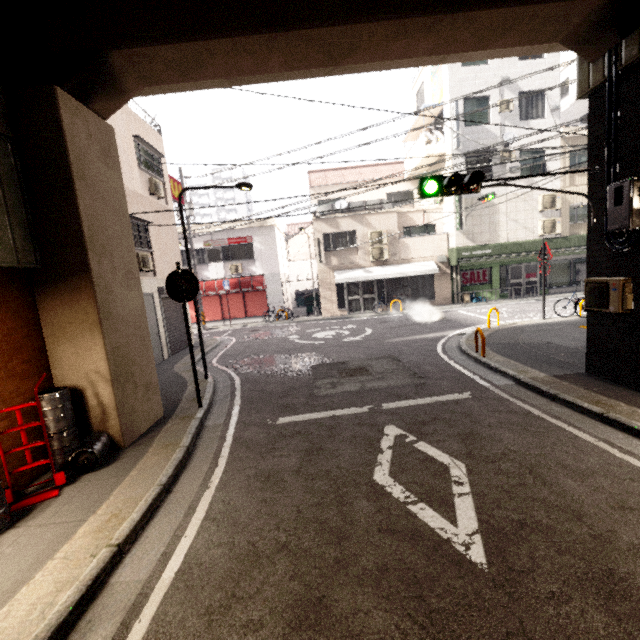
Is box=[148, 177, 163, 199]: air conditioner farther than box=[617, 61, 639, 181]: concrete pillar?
Yes

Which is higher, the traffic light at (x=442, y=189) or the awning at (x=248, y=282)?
the traffic light at (x=442, y=189)

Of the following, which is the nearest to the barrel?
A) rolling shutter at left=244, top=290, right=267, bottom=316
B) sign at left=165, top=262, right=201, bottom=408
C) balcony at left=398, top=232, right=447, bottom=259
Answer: sign at left=165, top=262, right=201, bottom=408

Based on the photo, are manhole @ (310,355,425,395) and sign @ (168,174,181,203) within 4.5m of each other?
no

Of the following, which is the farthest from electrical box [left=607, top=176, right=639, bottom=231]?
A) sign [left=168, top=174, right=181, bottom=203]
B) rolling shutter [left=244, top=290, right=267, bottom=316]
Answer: rolling shutter [left=244, top=290, right=267, bottom=316]

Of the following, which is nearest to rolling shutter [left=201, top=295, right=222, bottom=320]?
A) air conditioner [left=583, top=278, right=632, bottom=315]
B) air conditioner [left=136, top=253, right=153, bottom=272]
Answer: air conditioner [left=136, top=253, right=153, bottom=272]

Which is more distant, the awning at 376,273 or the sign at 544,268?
the awning at 376,273

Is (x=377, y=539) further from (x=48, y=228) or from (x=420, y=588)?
(x=48, y=228)
